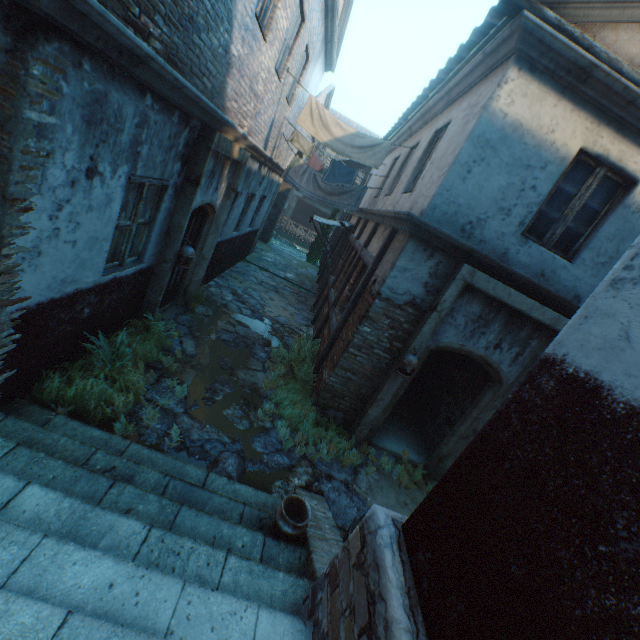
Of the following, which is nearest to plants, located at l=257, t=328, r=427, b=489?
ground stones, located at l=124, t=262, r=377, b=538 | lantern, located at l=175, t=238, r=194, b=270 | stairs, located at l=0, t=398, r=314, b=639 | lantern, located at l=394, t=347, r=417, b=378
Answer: ground stones, located at l=124, t=262, r=377, b=538

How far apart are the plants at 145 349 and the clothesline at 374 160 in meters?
5.6

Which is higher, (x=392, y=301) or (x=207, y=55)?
(x=207, y=55)

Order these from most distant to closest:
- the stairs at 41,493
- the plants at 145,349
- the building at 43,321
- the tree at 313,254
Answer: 1. the tree at 313,254
2. the plants at 145,349
3. the building at 43,321
4. the stairs at 41,493

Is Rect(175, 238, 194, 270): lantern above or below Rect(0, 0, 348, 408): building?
above

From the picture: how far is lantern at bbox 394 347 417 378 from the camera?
5.0 meters

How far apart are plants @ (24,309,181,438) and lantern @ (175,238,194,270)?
1.0 meters

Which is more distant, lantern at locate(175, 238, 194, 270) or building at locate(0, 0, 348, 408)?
lantern at locate(175, 238, 194, 270)
